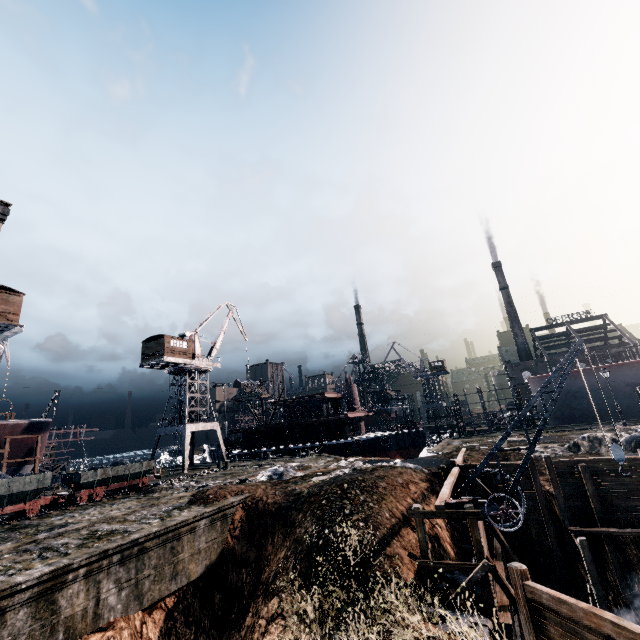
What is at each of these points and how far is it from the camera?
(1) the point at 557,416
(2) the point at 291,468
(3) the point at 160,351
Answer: (1) ship construction, 43.1 meters
(2) stone debris, 28.8 meters
(3) building, 42.1 meters

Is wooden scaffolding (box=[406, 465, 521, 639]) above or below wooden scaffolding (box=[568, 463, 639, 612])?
above

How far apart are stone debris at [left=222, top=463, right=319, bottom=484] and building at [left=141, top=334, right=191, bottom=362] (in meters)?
23.26

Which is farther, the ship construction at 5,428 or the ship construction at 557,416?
the ship construction at 557,416

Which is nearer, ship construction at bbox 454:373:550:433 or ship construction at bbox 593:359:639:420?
ship construction at bbox 593:359:639:420

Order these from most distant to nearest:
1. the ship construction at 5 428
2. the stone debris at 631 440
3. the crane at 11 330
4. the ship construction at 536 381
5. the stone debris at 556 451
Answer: the ship construction at 536 381, the ship construction at 5 428, the crane at 11 330, the stone debris at 556 451, the stone debris at 631 440

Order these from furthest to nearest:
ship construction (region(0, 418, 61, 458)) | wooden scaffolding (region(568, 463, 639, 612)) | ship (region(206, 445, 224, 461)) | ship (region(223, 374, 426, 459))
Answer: ship (region(206, 445, 224, 461)) → ship (region(223, 374, 426, 459)) → ship construction (region(0, 418, 61, 458)) → wooden scaffolding (region(568, 463, 639, 612))

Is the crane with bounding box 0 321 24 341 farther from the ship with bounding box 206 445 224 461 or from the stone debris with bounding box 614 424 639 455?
the stone debris with bounding box 614 424 639 455
